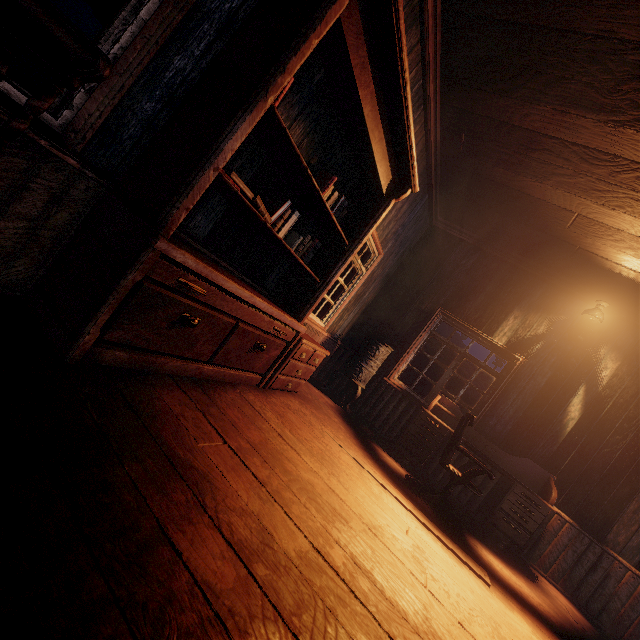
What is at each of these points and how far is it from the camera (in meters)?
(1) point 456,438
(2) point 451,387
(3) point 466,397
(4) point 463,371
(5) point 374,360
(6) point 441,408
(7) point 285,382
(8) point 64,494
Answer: (1) desk chair, 4.06
(2) z, 17.23
(3) z, 17.88
(4) z, 18.98
(5) stove, 5.38
(6) desk, 5.07
(7) nightstand, 3.73
(8) building, 1.03

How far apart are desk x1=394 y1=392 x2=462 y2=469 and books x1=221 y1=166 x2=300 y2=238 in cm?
341

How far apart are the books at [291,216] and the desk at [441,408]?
3.4 meters

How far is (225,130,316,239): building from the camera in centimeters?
241cm

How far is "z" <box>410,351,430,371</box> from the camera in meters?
16.0 m

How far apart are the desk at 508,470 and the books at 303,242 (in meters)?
2.90

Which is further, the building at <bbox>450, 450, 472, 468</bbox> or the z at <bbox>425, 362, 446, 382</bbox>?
the z at <bbox>425, 362, 446, 382</bbox>

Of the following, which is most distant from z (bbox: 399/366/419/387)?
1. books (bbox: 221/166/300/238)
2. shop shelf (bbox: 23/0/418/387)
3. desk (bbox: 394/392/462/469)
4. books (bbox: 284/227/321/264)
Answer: books (bbox: 221/166/300/238)
